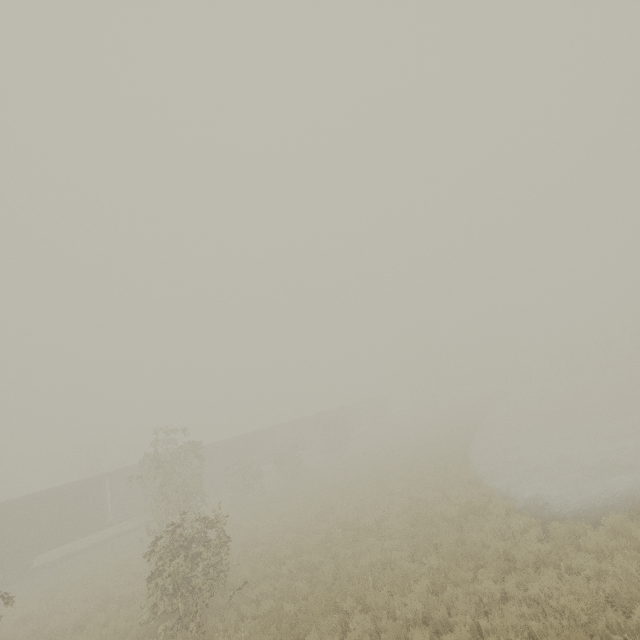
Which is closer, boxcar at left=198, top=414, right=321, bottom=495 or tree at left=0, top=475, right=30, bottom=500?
boxcar at left=198, top=414, right=321, bottom=495

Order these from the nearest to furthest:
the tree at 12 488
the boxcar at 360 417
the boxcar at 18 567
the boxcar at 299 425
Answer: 1. the boxcar at 18 567
2. the boxcar at 299 425
3. the tree at 12 488
4. the boxcar at 360 417

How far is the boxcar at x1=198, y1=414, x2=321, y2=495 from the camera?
31.3m

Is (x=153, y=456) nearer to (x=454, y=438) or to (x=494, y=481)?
(x=494, y=481)

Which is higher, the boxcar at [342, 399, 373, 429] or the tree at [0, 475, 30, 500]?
the tree at [0, 475, 30, 500]

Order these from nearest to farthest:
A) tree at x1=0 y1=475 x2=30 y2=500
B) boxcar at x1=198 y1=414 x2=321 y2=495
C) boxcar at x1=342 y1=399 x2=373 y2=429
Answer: boxcar at x1=198 y1=414 x2=321 y2=495, tree at x1=0 y1=475 x2=30 y2=500, boxcar at x1=342 y1=399 x2=373 y2=429

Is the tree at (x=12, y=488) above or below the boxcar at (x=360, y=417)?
above
